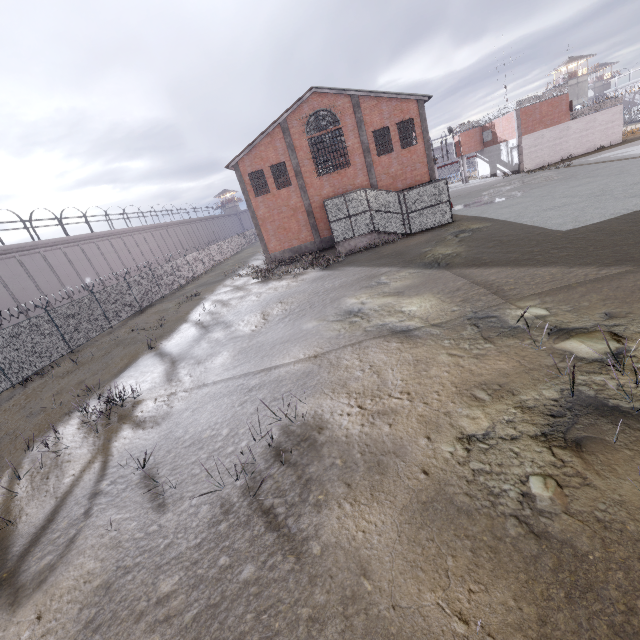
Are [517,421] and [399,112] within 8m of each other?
no
